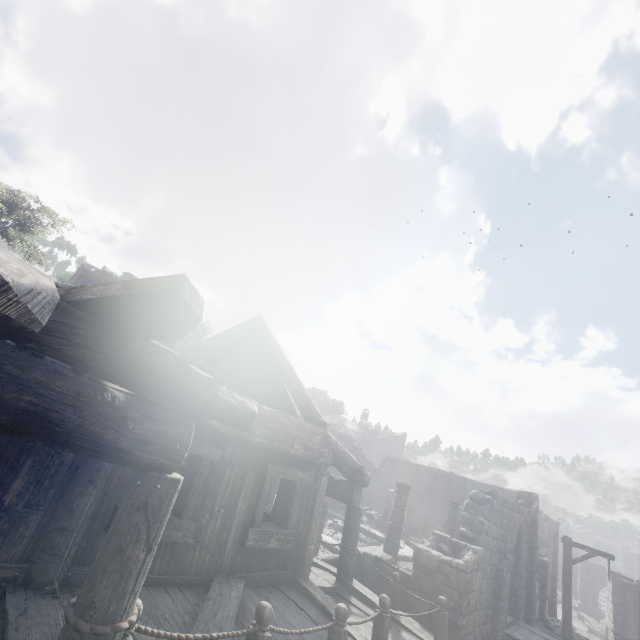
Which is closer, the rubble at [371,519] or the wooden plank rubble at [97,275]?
the wooden plank rubble at [97,275]

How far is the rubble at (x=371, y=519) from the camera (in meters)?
27.19

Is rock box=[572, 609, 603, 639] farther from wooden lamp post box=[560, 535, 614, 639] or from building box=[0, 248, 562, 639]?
wooden lamp post box=[560, 535, 614, 639]

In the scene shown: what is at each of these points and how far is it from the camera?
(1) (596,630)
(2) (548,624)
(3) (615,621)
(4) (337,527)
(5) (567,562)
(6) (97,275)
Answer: (1) rock, 38.47m
(2) rubble, 18.73m
(3) stone arch, 23.66m
(4) rubble, 21.44m
(5) wooden lamp post, 12.35m
(6) wooden plank rubble, 25.48m

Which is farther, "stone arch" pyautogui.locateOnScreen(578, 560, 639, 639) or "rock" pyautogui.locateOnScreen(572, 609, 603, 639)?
"rock" pyautogui.locateOnScreen(572, 609, 603, 639)

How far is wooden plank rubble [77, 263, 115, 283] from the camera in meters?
24.7

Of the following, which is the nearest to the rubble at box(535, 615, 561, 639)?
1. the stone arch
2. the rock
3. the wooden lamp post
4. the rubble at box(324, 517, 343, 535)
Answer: the stone arch

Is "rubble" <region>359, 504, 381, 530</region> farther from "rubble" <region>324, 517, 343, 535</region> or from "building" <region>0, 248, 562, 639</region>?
"rubble" <region>324, 517, 343, 535</region>
